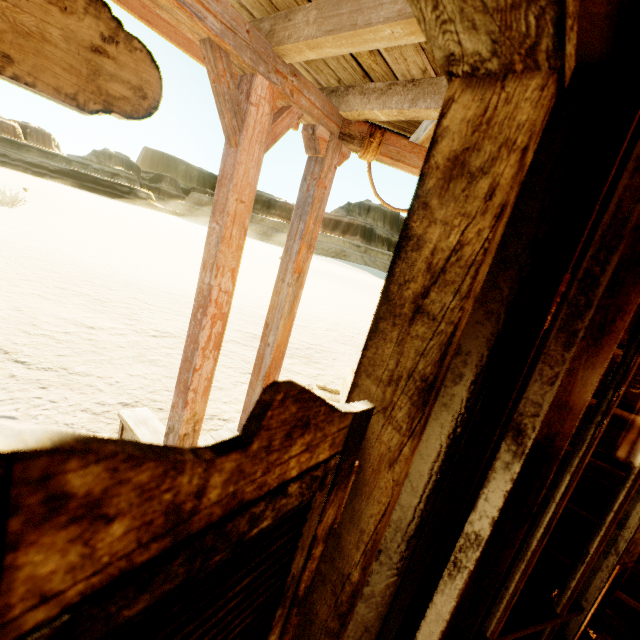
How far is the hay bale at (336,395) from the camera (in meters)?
3.98

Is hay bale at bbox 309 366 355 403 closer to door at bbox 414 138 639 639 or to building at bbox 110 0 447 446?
building at bbox 110 0 447 446

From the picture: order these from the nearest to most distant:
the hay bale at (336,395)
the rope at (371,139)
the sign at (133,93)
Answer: the sign at (133,93)
the rope at (371,139)
the hay bale at (336,395)

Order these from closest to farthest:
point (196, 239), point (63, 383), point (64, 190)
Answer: A: point (63, 383) → point (196, 239) → point (64, 190)

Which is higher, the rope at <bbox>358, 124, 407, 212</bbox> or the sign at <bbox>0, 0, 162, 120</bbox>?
the rope at <bbox>358, 124, 407, 212</bbox>

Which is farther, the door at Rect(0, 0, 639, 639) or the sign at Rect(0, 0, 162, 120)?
the sign at Rect(0, 0, 162, 120)

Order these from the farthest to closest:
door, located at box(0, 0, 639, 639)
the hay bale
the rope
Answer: the hay bale, the rope, door, located at box(0, 0, 639, 639)

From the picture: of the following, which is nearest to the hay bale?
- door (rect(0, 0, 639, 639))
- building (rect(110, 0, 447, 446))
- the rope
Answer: building (rect(110, 0, 447, 446))
